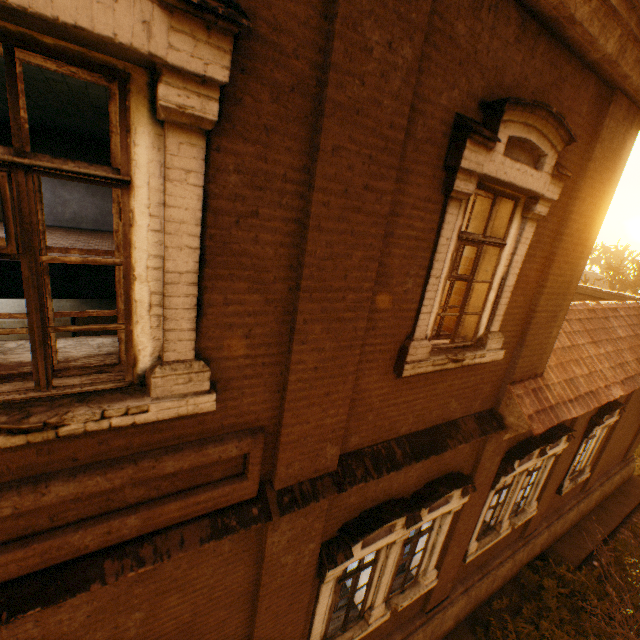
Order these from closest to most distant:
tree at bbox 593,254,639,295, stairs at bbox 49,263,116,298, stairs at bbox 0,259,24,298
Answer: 1. stairs at bbox 0,259,24,298
2. stairs at bbox 49,263,116,298
3. tree at bbox 593,254,639,295

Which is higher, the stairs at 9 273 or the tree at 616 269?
the tree at 616 269

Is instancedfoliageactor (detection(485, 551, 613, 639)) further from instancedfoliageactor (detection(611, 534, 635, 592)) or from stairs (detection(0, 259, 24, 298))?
stairs (detection(0, 259, 24, 298))

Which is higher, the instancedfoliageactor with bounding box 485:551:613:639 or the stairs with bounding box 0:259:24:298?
the stairs with bounding box 0:259:24:298

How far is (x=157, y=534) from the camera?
2.62m

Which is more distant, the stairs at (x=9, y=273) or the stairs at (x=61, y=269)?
the stairs at (x=61, y=269)

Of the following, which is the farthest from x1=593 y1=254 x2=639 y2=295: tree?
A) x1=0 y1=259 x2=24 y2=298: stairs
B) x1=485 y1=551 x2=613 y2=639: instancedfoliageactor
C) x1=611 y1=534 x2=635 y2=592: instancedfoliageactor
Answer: x1=611 y1=534 x2=635 y2=592: instancedfoliageactor
